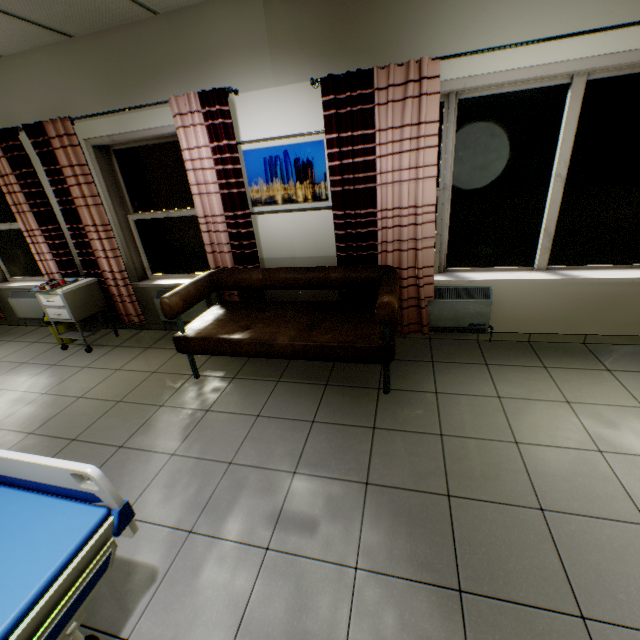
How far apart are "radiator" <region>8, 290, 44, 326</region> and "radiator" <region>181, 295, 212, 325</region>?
1.9 meters

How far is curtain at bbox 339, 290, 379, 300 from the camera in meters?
3.5 m

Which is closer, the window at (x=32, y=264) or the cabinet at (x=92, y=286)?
the cabinet at (x=92, y=286)

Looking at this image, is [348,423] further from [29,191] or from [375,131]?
[29,191]

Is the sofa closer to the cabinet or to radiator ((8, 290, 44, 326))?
the cabinet

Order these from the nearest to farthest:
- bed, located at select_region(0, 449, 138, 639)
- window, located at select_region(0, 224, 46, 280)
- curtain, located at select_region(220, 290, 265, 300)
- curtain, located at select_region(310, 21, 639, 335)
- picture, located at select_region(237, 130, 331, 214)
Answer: bed, located at select_region(0, 449, 138, 639), curtain, located at select_region(310, 21, 639, 335), picture, located at select_region(237, 130, 331, 214), curtain, located at select_region(220, 290, 265, 300), window, located at select_region(0, 224, 46, 280)

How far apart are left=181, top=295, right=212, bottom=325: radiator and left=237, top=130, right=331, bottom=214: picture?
1.2m

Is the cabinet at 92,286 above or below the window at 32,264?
below
